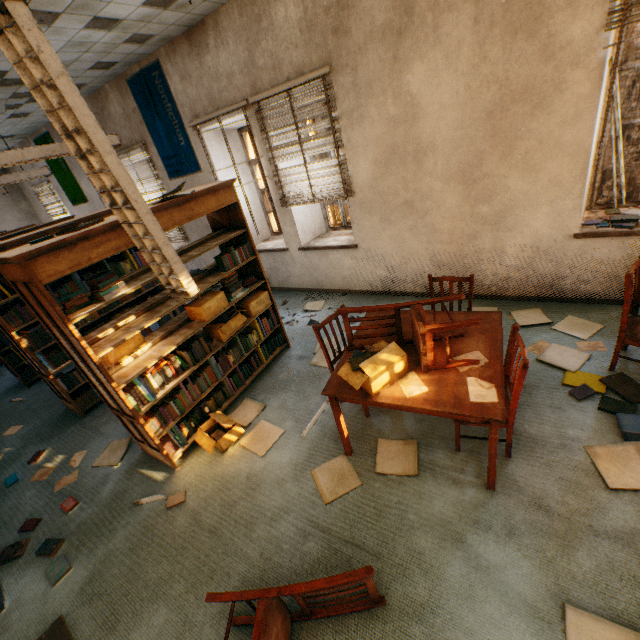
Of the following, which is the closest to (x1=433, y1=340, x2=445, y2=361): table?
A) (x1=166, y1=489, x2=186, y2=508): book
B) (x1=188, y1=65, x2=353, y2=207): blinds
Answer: (x1=166, y1=489, x2=186, y2=508): book

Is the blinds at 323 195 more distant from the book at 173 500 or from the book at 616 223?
the book at 173 500

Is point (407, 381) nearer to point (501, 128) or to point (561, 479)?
point (561, 479)

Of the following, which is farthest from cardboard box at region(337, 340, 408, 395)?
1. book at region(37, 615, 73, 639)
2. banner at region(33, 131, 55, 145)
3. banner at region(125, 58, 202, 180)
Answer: banner at region(33, 131, 55, 145)

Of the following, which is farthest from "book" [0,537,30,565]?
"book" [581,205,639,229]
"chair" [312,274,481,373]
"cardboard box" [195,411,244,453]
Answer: "book" [581,205,639,229]

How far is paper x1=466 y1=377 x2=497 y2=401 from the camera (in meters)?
2.00

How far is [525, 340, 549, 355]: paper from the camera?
3.28m

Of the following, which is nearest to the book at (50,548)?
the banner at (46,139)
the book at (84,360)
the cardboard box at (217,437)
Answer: the book at (84,360)
